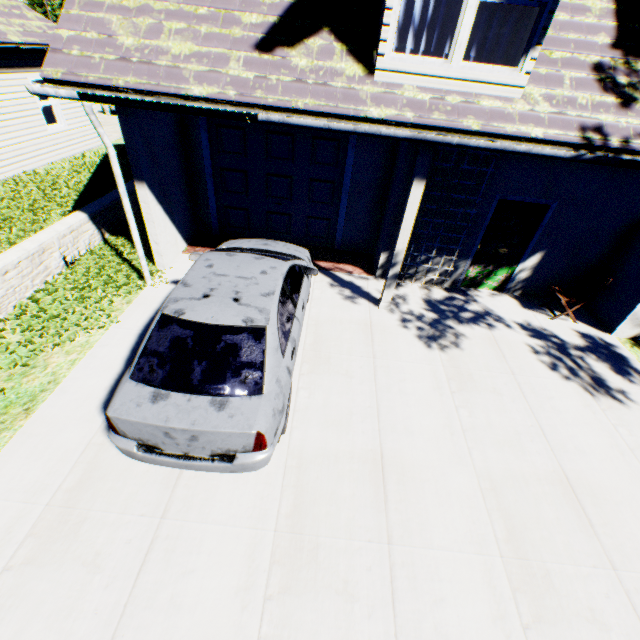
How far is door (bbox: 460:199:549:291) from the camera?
6.6 meters

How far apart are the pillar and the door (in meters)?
2.08

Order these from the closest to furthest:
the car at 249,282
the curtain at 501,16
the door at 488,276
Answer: the car at 249,282 < the curtain at 501,16 < the door at 488,276

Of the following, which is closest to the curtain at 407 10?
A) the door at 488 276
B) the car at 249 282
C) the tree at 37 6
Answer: the door at 488 276

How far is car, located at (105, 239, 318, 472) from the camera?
→ 3.2 meters

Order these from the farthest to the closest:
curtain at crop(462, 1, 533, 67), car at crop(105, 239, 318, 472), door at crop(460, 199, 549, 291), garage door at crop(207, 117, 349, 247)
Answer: garage door at crop(207, 117, 349, 247)
door at crop(460, 199, 549, 291)
curtain at crop(462, 1, 533, 67)
car at crop(105, 239, 318, 472)

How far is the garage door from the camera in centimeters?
720cm

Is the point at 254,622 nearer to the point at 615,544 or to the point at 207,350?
the point at 207,350
